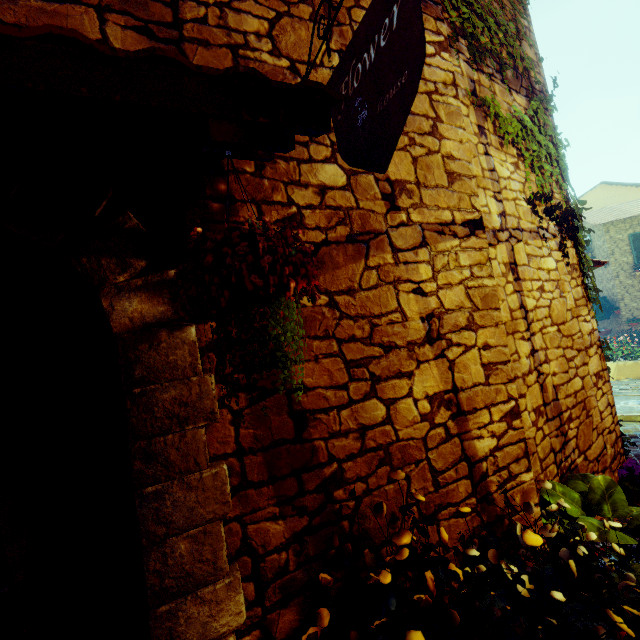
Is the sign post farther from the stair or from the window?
Result: the window

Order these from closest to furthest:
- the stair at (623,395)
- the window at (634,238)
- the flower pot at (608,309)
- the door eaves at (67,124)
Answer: the door eaves at (67,124) < the stair at (623,395) < the window at (634,238) < the flower pot at (608,309)

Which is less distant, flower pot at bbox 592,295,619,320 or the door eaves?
the door eaves

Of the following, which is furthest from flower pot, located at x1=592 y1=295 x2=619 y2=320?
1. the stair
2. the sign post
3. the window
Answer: the sign post

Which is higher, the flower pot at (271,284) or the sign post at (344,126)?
the sign post at (344,126)

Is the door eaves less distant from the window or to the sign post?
the sign post

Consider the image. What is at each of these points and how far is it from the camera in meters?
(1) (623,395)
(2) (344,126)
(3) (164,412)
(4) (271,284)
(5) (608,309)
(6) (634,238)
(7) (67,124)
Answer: (1) stair, 7.9
(2) sign post, 1.2
(3) stone doorway, 1.2
(4) flower pot, 0.7
(5) flower pot, 17.9
(6) window, 16.9
(7) door eaves, 0.9

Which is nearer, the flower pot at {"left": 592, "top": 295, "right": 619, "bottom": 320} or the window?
the window
